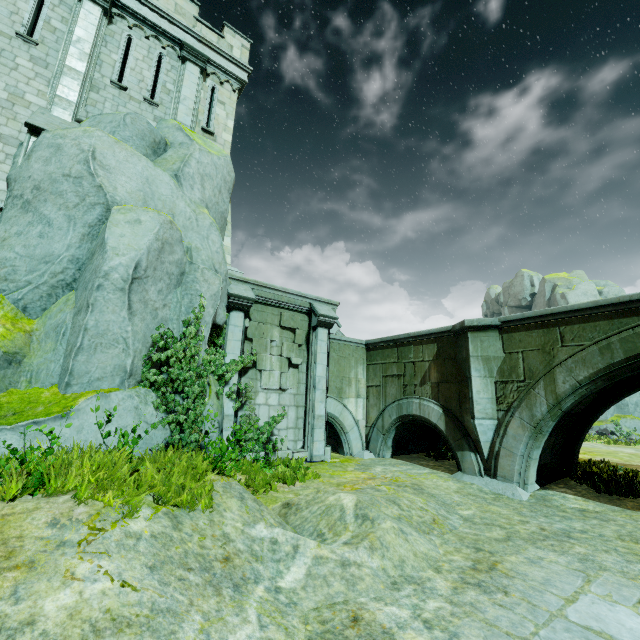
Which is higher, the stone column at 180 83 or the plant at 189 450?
the stone column at 180 83

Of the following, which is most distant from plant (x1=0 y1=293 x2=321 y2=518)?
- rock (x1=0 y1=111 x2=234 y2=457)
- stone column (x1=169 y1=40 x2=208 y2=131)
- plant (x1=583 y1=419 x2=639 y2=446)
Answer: plant (x1=583 y1=419 x2=639 y2=446)

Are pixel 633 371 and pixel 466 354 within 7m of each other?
yes

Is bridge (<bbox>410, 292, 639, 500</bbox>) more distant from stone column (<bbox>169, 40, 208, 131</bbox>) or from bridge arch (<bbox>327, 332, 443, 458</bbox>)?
stone column (<bbox>169, 40, 208, 131</bbox>)

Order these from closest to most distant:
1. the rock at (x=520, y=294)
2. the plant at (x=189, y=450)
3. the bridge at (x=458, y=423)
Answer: the plant at (x=189, y=450) < the bridge at (x=458, y=423) < the rock at (x=520, y=294)

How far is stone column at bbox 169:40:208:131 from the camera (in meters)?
11.31

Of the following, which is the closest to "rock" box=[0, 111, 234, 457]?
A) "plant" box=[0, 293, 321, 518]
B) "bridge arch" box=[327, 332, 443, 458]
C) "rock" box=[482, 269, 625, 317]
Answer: "plant" box=[0, 293, 321, 518]

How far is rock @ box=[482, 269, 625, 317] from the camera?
35.7 meters
